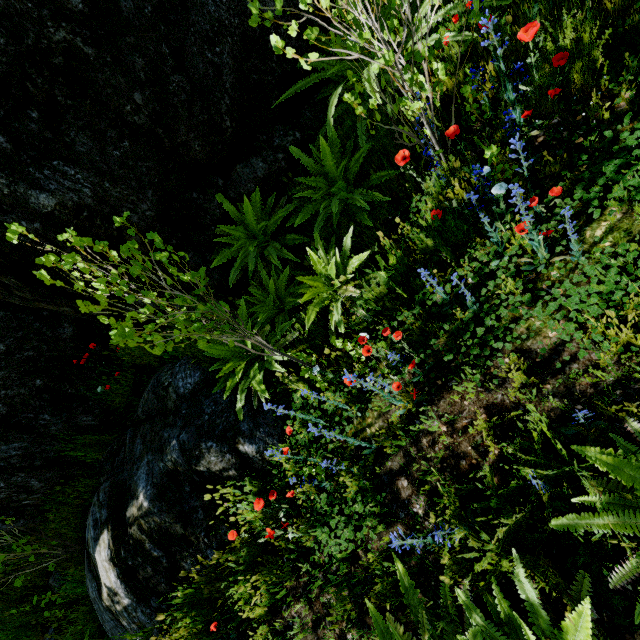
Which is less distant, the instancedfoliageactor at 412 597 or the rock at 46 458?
the instancedfoliageactor at 412 597

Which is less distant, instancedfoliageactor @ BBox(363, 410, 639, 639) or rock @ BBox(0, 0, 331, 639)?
instancedfoliageactor @ BBox(363, 410, 639, 639)

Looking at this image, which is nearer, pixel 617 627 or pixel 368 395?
pixel 617 627
